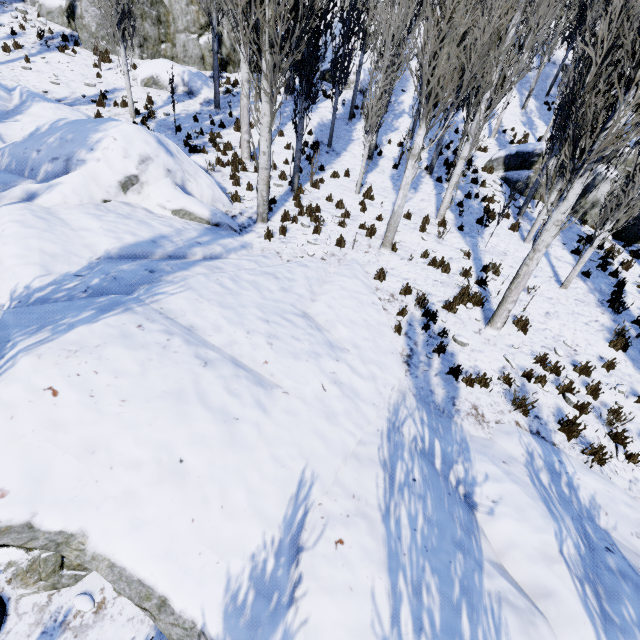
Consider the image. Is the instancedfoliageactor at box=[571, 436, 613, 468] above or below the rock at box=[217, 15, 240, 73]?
below

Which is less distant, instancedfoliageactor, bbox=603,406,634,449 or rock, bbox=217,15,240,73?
instancedfoliageactor, bbox=603,406,634,449

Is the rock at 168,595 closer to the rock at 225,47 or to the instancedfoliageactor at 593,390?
the instancedfoliageactor at 593,390

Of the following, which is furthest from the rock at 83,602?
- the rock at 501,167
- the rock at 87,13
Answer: the rock at 501,167

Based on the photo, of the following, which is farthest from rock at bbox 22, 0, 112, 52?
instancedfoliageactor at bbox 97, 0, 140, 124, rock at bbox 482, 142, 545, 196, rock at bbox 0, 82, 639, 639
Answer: rock at bbox 482, 142, 545, 196

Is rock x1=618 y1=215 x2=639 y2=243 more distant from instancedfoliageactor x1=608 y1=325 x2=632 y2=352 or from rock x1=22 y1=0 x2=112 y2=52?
rock x1=22 y1=0 x2=112 y2=52

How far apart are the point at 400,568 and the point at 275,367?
2.9m

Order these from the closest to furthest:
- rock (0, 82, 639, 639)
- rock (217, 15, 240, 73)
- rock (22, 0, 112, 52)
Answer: rock (0, 82, 639, 639) < rock (22, 0, 112, 52) < rock (217, 15, 240, 73)
